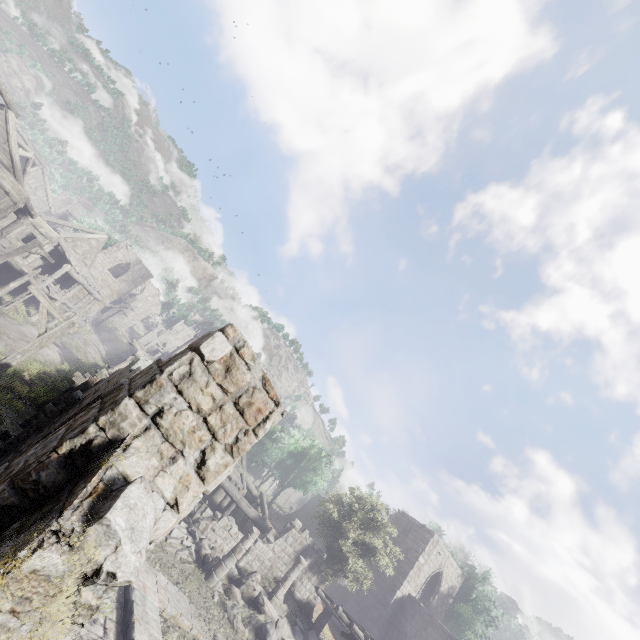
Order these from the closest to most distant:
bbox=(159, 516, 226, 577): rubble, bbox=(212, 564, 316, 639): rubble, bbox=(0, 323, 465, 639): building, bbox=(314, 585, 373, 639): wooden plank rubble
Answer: bbox=(0, 323, 465, 639): building < bbox=(212, 564, 316, 639): rubble < bbox=(159, 516, 226, 577): rubble < bbox=(314, 585, 373, 639): wooden plank rubble

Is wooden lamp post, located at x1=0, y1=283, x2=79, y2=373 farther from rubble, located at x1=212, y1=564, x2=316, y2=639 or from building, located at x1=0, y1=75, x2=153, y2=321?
rubble, located at x1=212, y1=564, x2=316, y2=639

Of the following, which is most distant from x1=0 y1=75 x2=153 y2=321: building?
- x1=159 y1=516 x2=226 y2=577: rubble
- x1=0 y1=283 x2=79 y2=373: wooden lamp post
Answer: x1=0 y1=283 x2=79 y2=373: wooden lamp post

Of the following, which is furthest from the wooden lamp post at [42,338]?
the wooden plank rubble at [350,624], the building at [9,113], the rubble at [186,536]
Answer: the wooden plank rubble at [350,624]

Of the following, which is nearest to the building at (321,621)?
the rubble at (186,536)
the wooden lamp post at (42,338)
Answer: the rubble at (186,536)

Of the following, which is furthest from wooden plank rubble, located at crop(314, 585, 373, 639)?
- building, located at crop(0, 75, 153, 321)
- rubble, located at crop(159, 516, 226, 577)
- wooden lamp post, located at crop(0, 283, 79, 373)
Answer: wooden lamp post, located at crop(0, 283, 79, 373)

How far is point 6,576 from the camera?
1.9m
